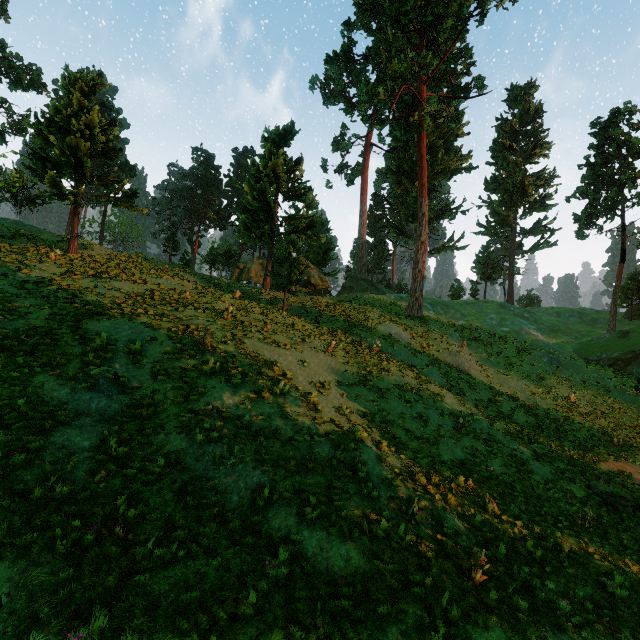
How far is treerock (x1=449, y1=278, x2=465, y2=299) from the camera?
55.62m

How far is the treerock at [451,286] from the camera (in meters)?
55.62

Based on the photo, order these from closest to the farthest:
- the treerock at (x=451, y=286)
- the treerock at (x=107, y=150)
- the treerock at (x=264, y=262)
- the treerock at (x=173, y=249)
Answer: the treerock at (x=107, y=150) → the treerock at (x=264, y=262) → the treerock at (x=173, y=249) → the treerock at (x=451, y=286)

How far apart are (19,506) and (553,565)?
13.5 meters

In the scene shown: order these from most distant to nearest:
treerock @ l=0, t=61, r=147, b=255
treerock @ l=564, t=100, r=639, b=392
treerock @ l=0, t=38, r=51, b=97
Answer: treerock @ l=0, t=38, r=51, b=97 → treerock @ l=564, t=100, r=639, b=392 → treerock @ l=0, t=61, r=147, b=255

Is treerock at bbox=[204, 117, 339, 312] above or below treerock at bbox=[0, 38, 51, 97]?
below
